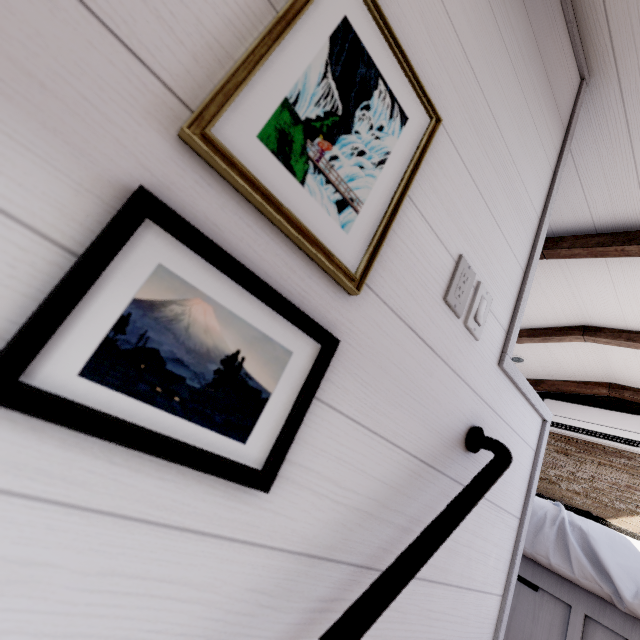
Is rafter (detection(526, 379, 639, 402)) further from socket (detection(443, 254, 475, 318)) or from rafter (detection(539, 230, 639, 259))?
socket (detection(443, 254, 475, 318))

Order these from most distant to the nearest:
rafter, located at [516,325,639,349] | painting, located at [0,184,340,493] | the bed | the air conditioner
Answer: the air conditioner
rafter, located at [516,325,639,349]
the bed
painting, located at [0,184,340,493]

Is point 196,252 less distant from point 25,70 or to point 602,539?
point 25,70

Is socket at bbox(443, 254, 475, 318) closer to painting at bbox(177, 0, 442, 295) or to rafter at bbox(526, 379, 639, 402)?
painting at bbox(177, 0, 442, 295)

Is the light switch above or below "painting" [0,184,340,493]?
above

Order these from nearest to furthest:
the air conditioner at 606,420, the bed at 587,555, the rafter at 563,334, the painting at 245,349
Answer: the painting at 245,349, the bed at 587,555, the rafter at 563,334, the air conditioner at 606,420

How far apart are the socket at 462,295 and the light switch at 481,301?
0.0m

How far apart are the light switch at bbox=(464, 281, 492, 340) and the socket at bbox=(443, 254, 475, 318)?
0.05m
